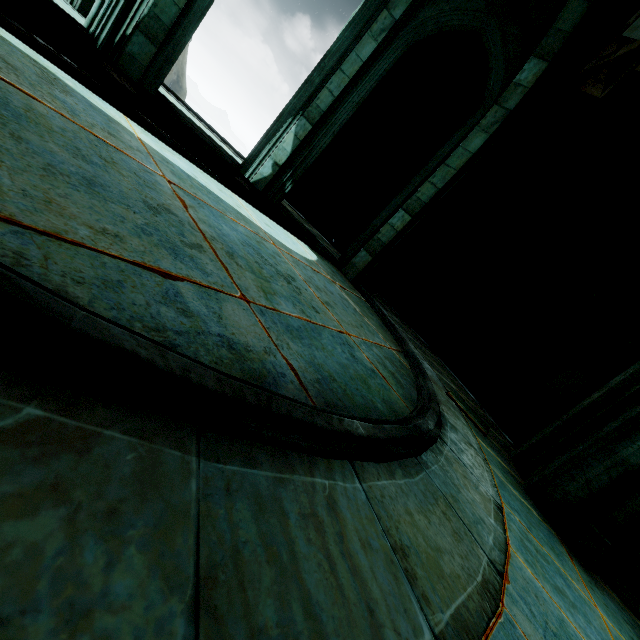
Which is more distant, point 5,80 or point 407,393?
point 407,393

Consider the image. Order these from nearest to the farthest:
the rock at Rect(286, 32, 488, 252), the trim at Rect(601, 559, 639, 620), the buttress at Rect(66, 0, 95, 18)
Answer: the trim at Rect(601, 559, 639, 620)
the buttress at Rect(66, 0, 95, 18)
the rock at Rect(286, 32, 488, 252)

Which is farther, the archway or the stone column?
the stone column

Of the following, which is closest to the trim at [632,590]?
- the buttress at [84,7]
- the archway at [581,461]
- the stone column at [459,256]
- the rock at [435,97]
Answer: the archway at [581,461]

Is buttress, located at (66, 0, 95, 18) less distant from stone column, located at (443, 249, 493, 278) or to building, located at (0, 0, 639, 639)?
building, located at (0, 0, 639, 639)

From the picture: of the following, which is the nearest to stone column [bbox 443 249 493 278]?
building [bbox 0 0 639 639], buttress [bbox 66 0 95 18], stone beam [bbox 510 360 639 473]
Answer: building [bbox 0 0 639 639]

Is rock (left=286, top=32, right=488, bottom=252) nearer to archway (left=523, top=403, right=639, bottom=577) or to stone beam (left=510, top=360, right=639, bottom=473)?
stone beam (left=510, top=360, right=639, bottom=473)

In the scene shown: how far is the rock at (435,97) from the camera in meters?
9.1
